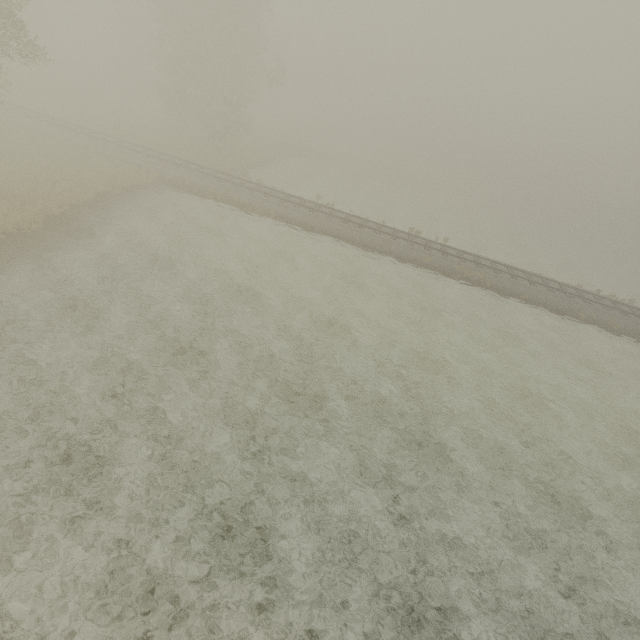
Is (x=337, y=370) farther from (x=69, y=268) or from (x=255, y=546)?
(x=69, y=268)
